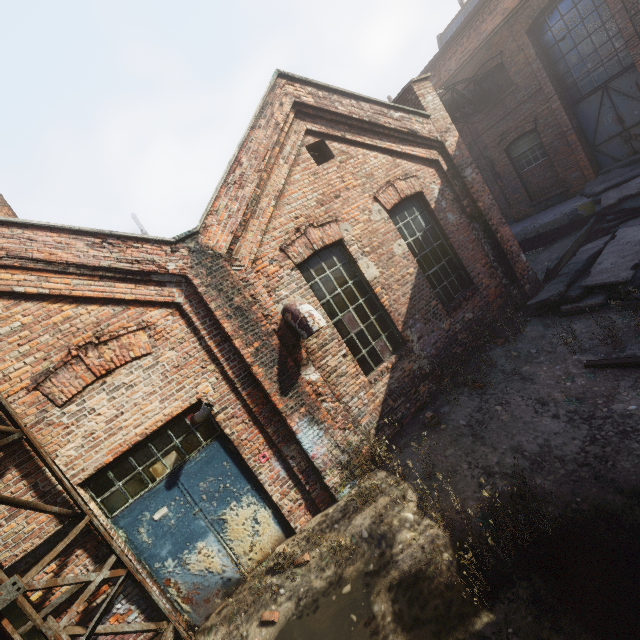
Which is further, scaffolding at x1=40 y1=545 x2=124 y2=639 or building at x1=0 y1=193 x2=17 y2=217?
building at x1=0 y1=193 x2=17 y2=217

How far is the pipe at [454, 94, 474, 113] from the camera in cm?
1098

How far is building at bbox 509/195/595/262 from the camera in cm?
1089

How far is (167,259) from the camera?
5.1m

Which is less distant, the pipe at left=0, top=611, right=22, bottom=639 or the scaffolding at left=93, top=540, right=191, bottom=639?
the pipe at left=0, top=611, right=22, bottom=639

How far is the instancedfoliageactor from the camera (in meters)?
A: 5.84

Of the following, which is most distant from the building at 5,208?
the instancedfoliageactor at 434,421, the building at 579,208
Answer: the building at 579,208

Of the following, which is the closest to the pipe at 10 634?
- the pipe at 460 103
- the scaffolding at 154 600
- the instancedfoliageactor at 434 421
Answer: the scaffolding at 154 600
